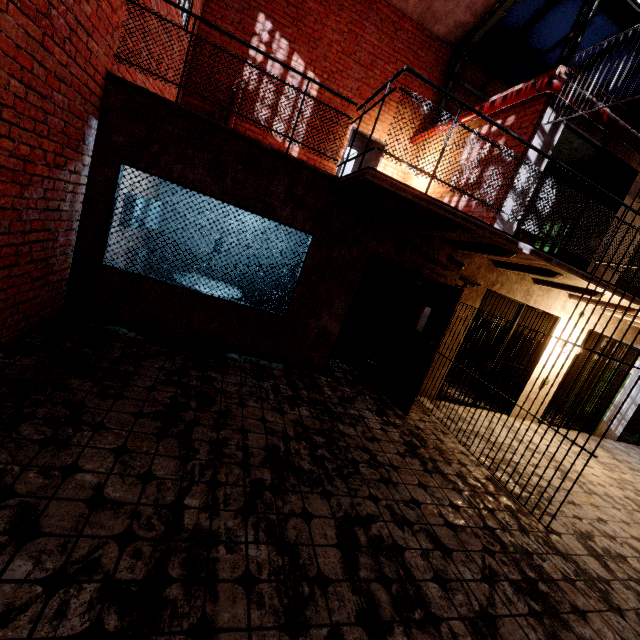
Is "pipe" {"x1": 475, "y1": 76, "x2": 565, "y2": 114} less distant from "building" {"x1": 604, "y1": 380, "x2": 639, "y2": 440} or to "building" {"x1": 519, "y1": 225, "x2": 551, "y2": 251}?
"building" {"x1": 519, "y1": 225, "x2": 551, "y2": 251}

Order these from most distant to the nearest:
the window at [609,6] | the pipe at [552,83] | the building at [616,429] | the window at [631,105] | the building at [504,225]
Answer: the window at [631,105]
the building at [616,429]
the window at [609,6]
the building at [504,225]
the pipe at [552,83]

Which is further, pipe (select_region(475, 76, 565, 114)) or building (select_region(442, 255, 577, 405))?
building (select_region(442, 255, 577, 405))

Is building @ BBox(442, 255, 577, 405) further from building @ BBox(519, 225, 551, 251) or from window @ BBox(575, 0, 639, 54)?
window @ BBox(575, 0, 639, 54)

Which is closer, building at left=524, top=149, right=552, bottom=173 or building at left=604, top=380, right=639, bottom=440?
building at left=524, top=149, right=552, bottom=173

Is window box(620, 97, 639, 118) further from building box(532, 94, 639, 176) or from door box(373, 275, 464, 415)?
door box(373, 275, 464, 415)

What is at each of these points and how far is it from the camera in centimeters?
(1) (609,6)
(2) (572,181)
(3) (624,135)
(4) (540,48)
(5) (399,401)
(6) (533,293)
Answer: (1) window, 688cm
(2) building, 742cm
(3) pipe, 543cm
(4) window, 809cm
(5) door, 534cm
(6) building, 630cm

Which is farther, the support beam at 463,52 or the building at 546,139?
the support beam at 463,52
